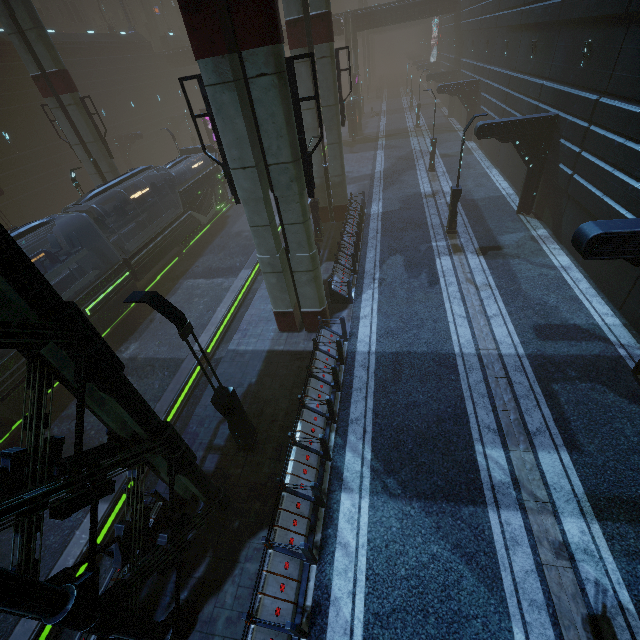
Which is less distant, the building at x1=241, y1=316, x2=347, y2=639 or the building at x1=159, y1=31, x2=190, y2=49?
the building at x1=241, y1=316, x2=347, y2=639

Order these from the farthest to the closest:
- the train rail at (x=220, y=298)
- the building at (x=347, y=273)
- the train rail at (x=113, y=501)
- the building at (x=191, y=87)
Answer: the building at (x=191, y=87) → the train rail at (x=220, y=298) → the building at (x=347, y=273) → the train rail at (x=113, y=501)

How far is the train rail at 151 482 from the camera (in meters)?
10.13

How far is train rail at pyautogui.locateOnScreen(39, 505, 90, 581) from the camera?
8.4 meters

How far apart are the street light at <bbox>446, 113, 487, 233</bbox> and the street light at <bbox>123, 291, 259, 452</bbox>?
14.6 meters

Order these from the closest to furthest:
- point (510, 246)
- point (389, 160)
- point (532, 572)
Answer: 1. point (532, 572)
2. point (510, 246)
3. point (389, 160)

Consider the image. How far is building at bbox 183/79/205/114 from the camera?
51.3 meters

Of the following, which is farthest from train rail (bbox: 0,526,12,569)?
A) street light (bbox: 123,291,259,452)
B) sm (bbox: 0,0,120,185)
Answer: street light (bbox: 123,291,259,452)
